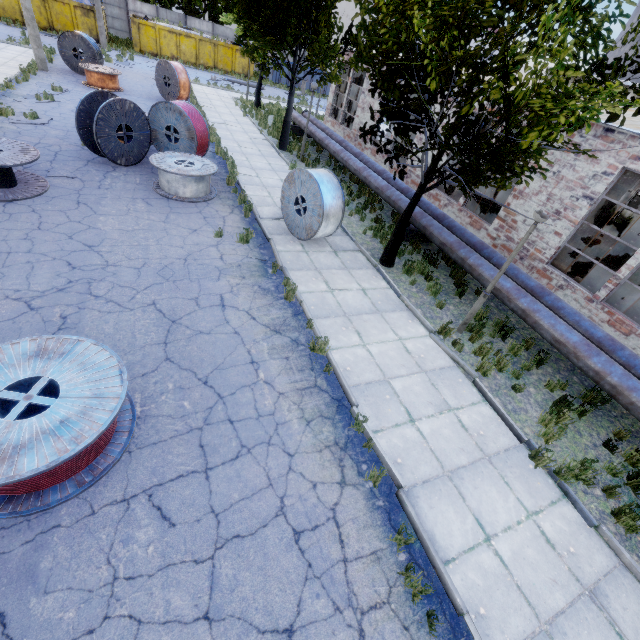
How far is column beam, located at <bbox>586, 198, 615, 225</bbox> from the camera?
11.55m

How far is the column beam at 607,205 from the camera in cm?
1155

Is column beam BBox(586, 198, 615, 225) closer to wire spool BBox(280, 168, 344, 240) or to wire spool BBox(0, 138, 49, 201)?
wire spool BBox(280, 168, 344, 240)

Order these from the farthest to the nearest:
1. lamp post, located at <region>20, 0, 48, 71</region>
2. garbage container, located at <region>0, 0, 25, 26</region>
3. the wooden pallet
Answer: garbage container, located at <region>0, 0, 25, 26</region> → lamp post, located at <region>20, 0, 48, 71</region> → the wooden pallet

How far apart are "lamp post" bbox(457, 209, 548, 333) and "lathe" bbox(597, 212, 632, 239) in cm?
1586

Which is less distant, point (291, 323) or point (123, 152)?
point (291, 323)

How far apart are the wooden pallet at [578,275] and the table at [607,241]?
3.7m
